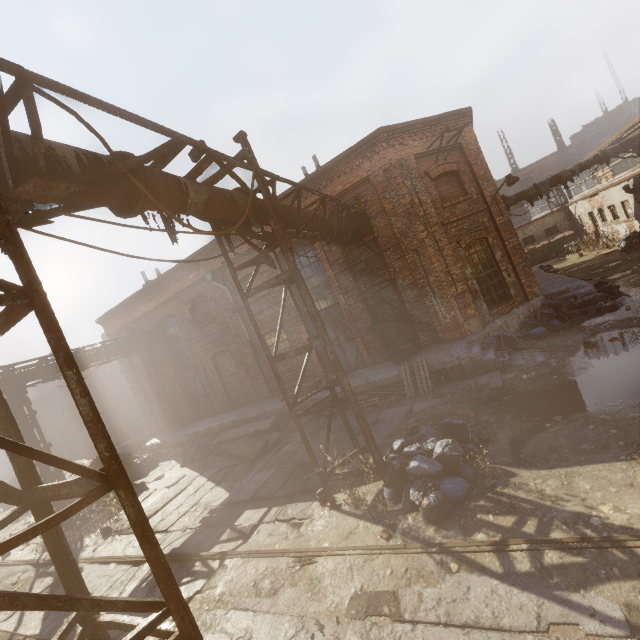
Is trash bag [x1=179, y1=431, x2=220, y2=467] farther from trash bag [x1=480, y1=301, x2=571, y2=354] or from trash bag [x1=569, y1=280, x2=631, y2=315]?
trash bag [x1=569, y1=280, x2=631, y2=315]

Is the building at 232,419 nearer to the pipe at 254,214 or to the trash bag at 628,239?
the pipe at 254,214

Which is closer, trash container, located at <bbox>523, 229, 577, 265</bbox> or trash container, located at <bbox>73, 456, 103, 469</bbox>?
trash container, located at <bbox>73, 456, 103, 469</bbox>

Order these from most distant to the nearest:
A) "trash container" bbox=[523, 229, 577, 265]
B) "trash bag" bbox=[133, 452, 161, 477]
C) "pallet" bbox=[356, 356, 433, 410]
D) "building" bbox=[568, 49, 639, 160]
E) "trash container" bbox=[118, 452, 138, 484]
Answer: "building" bbox=[568, 49, 639, 160]
"trash container" bbox=[523, 229, 577, 265]
"trash bag" bbox=[133, 452, 161, 477]
"trash container" bbox=[118, 452, 138, 484]
"pallet" bbox=[356, 356, 433, 410]

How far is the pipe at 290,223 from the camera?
7.23m

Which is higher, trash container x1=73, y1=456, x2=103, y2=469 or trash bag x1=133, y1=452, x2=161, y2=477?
trash container x1=73, y1=456, x2=103, y2=469

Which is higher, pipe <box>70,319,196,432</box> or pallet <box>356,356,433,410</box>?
pipe <box>70,319,196,432</box>

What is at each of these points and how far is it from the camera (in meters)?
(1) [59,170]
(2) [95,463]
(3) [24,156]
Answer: (1) pipe, 3.04
(2) trash container, 13.34
(3) pipe, 2.89
